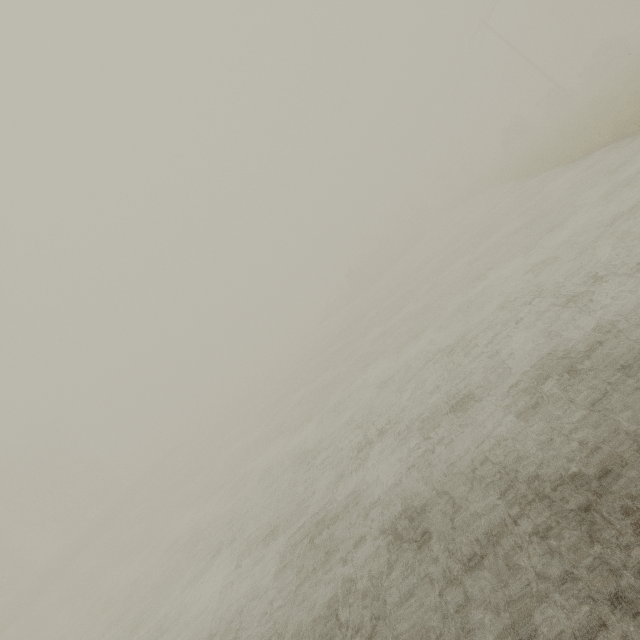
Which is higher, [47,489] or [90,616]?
[47,489]

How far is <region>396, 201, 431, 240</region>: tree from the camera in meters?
51.6 m

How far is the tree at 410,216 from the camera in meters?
51.6

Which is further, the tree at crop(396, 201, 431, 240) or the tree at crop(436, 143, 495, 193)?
the tree at crop(436, 143, 495, 193)

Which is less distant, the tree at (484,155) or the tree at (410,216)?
the tree at (410,216)
